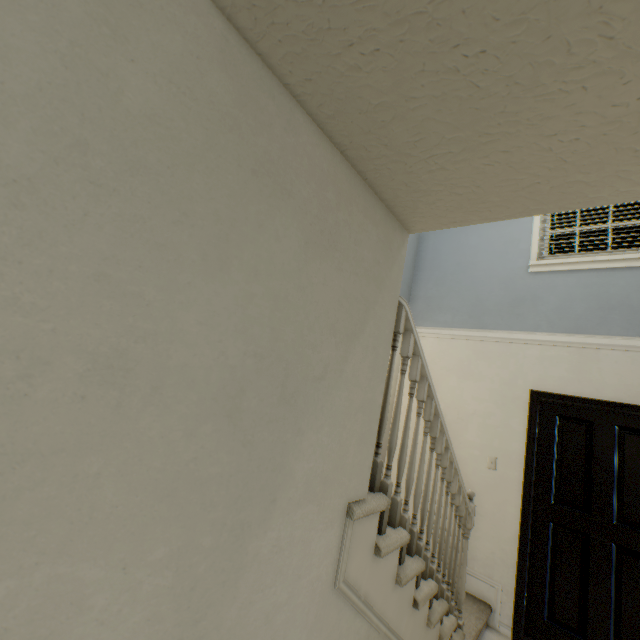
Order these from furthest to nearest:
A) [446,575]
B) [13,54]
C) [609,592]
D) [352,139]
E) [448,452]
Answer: [446,575] < [609,592] < [448,452] < [352,139] < [13,54]

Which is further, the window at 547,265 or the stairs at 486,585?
the window at 547,265

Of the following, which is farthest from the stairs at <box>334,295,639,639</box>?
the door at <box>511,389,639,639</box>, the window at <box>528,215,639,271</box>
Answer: the window at <box>528,215,639,271</box>

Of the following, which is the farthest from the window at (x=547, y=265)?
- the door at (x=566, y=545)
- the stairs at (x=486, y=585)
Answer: the door at (x=566, y=545)

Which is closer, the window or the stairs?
the stairs

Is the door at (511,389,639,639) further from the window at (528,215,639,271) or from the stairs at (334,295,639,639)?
the window at (528,215,639,271)
